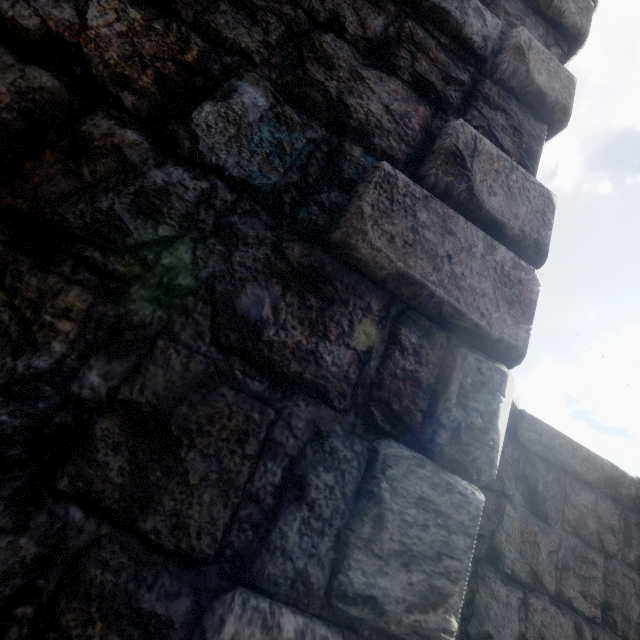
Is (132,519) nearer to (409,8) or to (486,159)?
(486,159)
